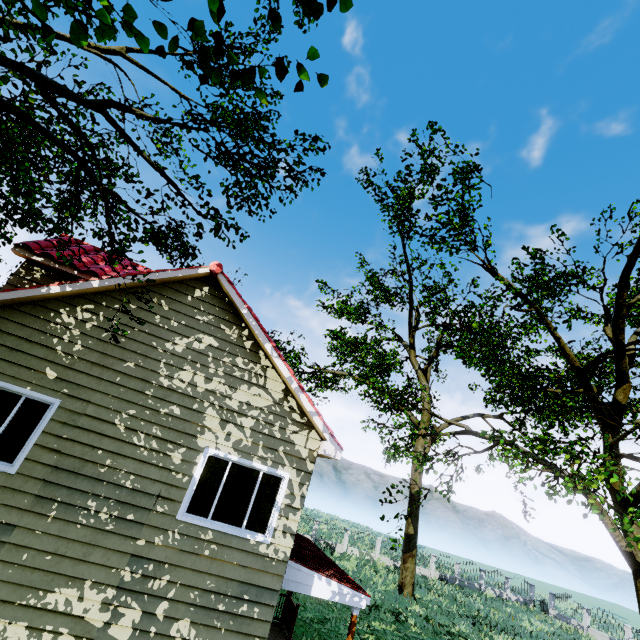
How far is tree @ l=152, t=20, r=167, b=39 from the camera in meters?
1.9

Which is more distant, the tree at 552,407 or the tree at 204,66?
the tree at 552,407

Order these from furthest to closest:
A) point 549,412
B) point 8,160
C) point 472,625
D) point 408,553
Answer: point 408,553, point 472,625, point 549,412, point 8,160

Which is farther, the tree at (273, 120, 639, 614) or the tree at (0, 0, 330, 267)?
the tree at (273, 120, 639, 614)
